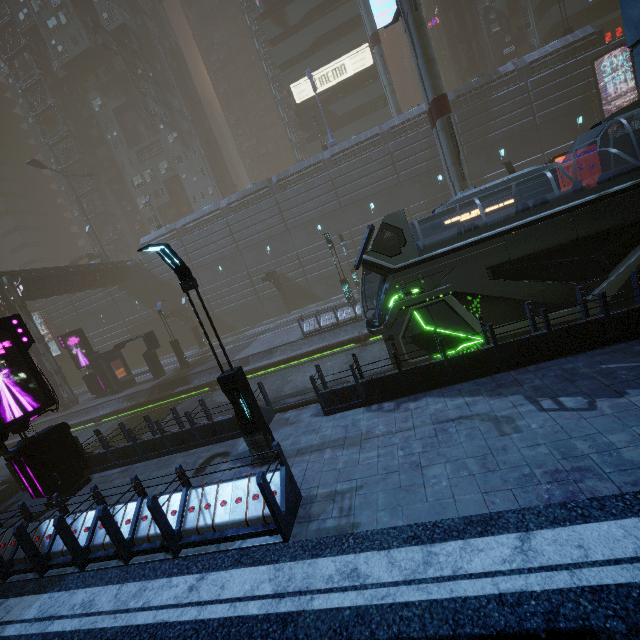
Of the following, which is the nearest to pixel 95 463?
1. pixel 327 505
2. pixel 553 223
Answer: pixel 327 505

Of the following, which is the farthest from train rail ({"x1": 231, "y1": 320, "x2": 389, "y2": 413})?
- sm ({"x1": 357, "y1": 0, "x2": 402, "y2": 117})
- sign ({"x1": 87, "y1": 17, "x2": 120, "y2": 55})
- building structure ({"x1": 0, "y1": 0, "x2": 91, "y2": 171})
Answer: sign ({"x1": 87, "y1": 17, "x2": 120, "y2": 55})

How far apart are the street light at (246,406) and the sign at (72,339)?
24.97m

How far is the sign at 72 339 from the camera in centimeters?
2641cm

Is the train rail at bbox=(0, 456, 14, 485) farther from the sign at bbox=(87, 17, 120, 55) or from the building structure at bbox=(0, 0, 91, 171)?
the sign at bbox=(87, 17, 120, 55)

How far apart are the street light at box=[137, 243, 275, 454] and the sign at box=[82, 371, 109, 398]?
24.97m

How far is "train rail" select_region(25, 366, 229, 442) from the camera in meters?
19.7 m

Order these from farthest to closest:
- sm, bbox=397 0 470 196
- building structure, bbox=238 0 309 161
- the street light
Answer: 1. building structure, bbox=238 0 309 161
2. sm, bbox=397 0 470 196
3. the street light
